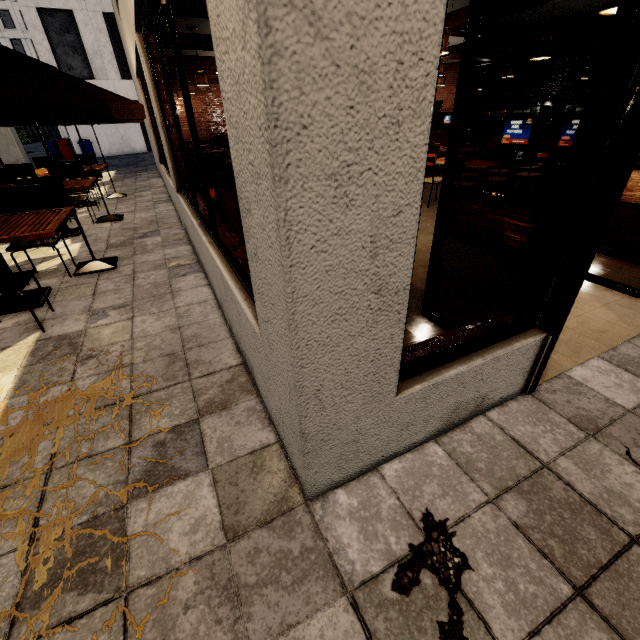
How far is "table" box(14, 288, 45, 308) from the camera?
3.5 meters

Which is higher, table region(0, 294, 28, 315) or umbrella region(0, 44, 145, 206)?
umbrella region(0, 44, 145, 206)

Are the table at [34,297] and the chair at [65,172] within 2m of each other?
no

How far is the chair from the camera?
6.2 meters

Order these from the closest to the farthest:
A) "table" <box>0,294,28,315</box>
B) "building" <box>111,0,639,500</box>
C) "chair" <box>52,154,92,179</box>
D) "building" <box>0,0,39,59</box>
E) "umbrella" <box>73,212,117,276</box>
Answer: "building" <box>111,0,639,500</box>, "table" <box>0,294,28,315</box>, "umbrella" <box>73,212,117,276</box>, "chair" <box>52,154,92,179</box>, "building" <box>0,0,39,59</box>

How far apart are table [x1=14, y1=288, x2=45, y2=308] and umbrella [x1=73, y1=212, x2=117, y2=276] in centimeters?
41cm

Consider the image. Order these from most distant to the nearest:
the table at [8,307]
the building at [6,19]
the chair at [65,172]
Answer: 1. the building at [6,19]
2. the chair at [65,172]
3. the table at [8,307]

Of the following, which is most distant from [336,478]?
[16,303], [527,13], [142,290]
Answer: [527,13]
